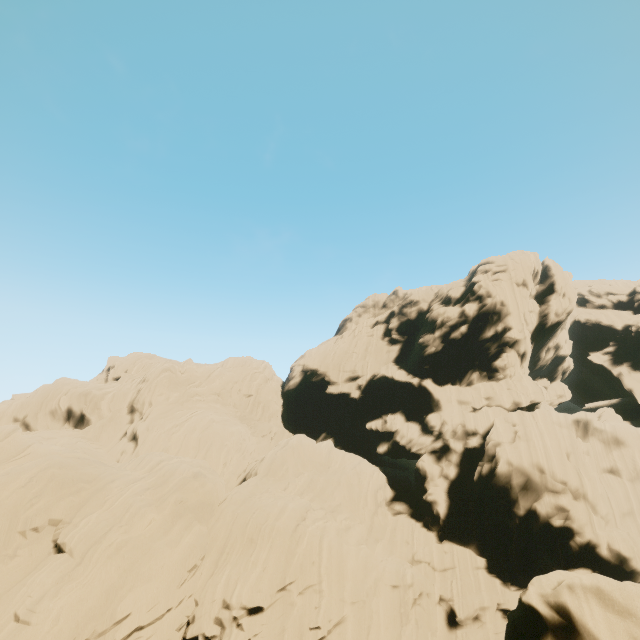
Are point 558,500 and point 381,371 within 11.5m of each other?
no
